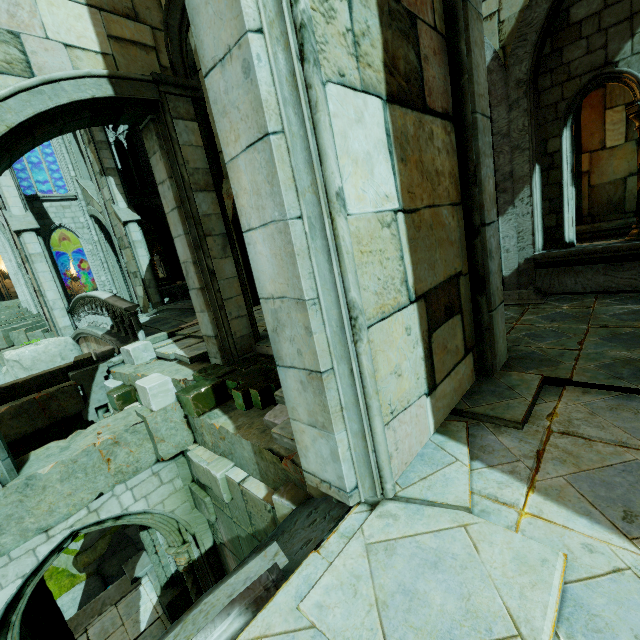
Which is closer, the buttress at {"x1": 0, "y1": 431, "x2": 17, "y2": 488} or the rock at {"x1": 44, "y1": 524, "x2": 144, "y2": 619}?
the buttress at {"x1": 0, "y1": 431, "x2": 17, "y2": 488}

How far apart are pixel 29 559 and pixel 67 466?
1.1m

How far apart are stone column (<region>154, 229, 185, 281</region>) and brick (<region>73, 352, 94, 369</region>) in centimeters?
1668cm

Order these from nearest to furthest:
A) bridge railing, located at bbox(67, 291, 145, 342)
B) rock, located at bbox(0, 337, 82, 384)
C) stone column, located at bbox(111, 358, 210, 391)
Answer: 1. stone column, located at bbox(111, 358, 210, 391)
2. bridge railing, located at bbox(67, 291, 145, 342)
3. rock, located at bbox(0, 337, 82, 384)

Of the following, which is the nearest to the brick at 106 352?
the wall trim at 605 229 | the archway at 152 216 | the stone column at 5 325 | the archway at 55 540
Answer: the archway at 55 540

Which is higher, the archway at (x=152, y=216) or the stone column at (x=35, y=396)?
the archway at (x=152, y=216)

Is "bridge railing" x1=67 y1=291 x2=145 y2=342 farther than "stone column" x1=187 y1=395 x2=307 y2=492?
Yes

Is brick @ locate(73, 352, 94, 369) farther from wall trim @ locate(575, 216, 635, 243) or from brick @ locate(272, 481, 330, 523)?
wall trim @ locate(575, 216, 635, 243)
